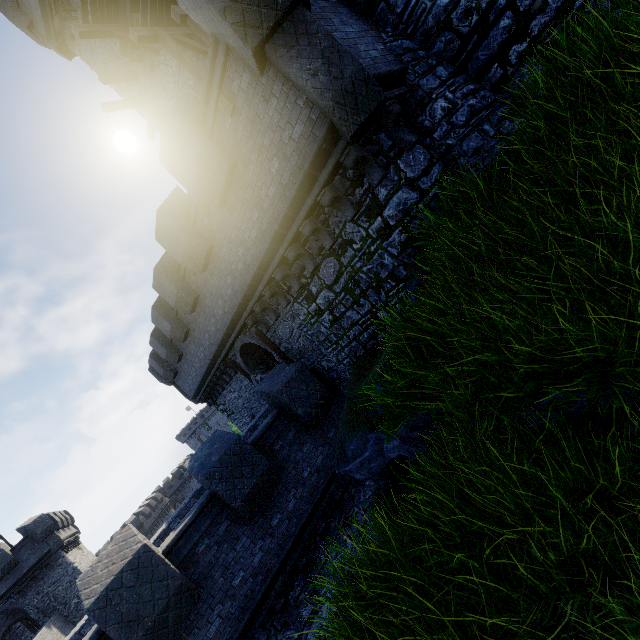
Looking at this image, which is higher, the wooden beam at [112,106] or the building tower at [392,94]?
the wooden beam at [112,106]

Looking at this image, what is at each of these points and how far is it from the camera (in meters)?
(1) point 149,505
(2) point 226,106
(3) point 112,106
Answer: (1) building, 53.06
(2) wooden platform, 6.49
(3) wooden beam, 14.14

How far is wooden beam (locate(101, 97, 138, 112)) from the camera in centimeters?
1404cm

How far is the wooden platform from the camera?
6.4 meters

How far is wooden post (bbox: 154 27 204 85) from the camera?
10.46m

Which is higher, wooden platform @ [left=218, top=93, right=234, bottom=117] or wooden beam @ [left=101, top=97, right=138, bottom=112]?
wooden beam @ [left=101, top=97, right=138, bottom=112]

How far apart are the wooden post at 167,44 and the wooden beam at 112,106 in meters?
5.1

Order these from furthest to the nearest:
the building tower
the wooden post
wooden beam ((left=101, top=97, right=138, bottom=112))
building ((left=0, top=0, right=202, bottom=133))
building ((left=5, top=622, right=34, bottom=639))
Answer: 1. building ((left=5, top=622, right=34, bottom=639))
2. wooden beam ((left=101, top=97, right=138, bottom=112))
3. building ((left=0, top=0, right=202, bottom=133))
4. the wooden post
5. the building tower
